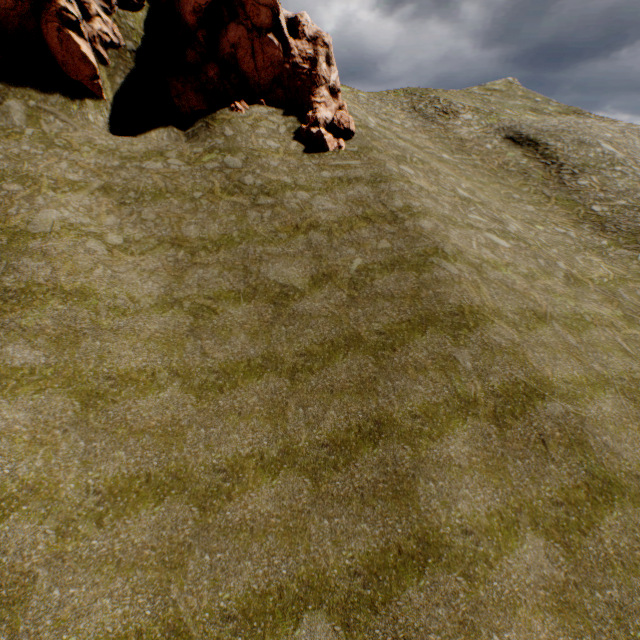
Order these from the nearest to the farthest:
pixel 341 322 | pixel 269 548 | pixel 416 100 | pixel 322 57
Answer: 1. pixel 269 548
2. pixel 341 322
3. pixel 322 57
4. pixel 416 100

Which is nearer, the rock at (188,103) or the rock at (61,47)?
the rock at (61,47)

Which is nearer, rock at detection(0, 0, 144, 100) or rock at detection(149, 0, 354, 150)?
rock at detection(0, 0, 144, 100)
